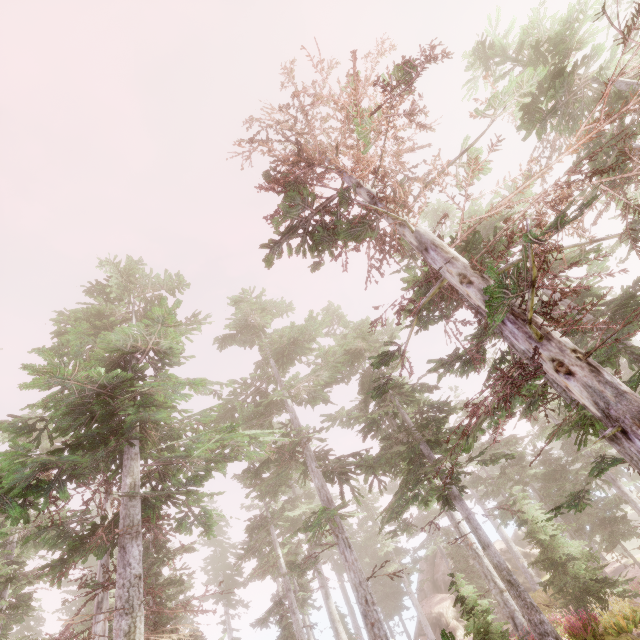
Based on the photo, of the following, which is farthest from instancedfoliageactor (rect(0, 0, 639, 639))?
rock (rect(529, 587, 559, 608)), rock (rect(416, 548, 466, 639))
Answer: rock (rect(529, 587, 559, 608))

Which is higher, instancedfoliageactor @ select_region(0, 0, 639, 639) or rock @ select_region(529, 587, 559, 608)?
instancedfoliageactor @ select_region(0, 0, 639, 639)

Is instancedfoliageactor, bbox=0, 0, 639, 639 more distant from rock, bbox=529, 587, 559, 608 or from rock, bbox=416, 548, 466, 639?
rock, bbox=529, 587, 559, 608

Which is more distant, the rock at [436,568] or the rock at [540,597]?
the rock at [436,568]

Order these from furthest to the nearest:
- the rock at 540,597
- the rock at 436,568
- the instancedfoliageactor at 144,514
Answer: the rock at 436,568
the rock at 540,597
the instancedfoliageactor at 144,514

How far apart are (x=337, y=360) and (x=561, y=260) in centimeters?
1435cm
